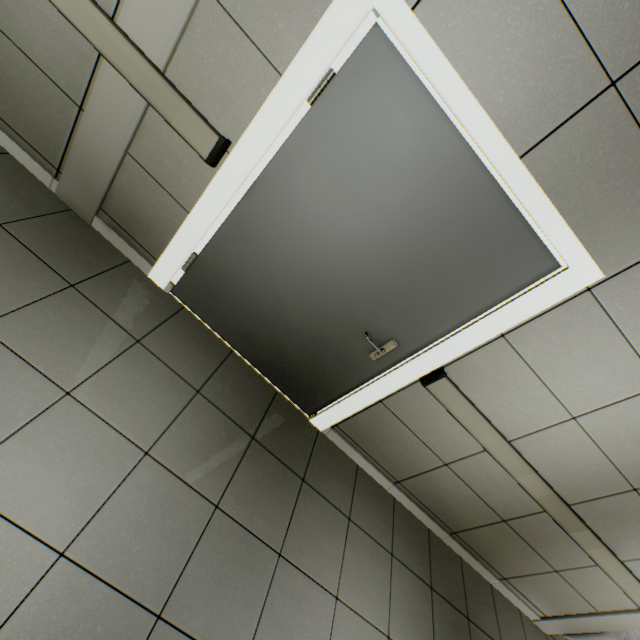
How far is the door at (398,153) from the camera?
1.6 meters

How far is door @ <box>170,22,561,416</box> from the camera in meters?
1.6 m

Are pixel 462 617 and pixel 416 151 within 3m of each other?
no
